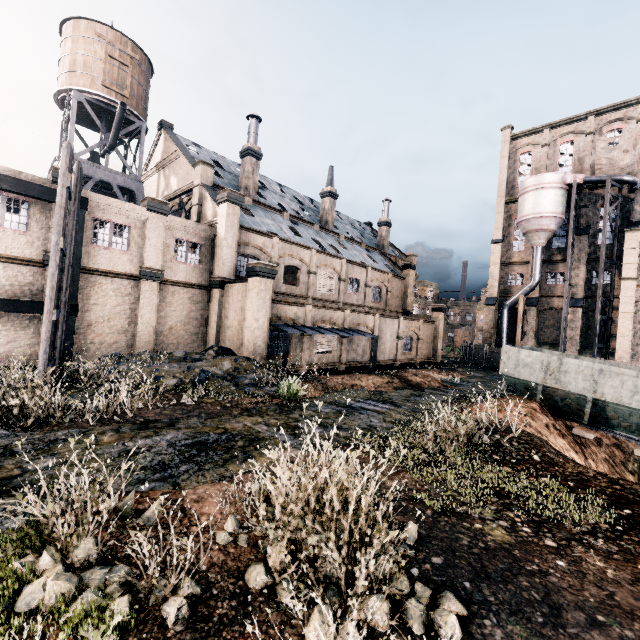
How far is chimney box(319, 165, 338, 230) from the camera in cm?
3806

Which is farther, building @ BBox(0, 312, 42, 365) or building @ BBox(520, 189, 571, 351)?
building @ BBox(520, 189, 571, 351)

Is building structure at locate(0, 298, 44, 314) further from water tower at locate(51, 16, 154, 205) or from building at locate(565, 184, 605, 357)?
water tower at locate(51, 16, 154, 205)

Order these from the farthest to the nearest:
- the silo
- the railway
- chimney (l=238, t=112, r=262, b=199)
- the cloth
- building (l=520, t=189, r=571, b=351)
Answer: building (l=520, t=189, r=571, b=351) → the cloth → the silo → chimney (l=238, t=112, r=262, b=199) → the railway

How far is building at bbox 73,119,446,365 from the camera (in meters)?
19.64

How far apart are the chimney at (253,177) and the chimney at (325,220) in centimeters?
945cm

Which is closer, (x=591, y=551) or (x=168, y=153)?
(x=591, y=551)

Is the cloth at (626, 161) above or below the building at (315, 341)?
above
